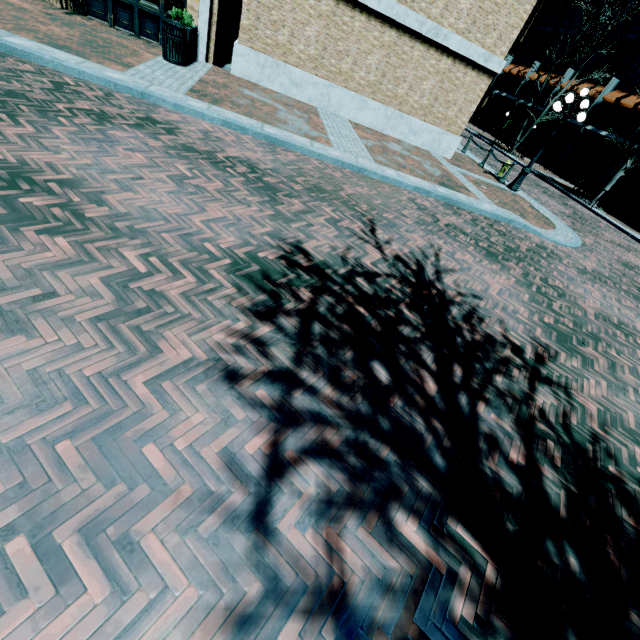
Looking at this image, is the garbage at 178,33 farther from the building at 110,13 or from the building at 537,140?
the building at 537,140

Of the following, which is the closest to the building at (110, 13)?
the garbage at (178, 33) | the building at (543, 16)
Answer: the building at (543, 16)

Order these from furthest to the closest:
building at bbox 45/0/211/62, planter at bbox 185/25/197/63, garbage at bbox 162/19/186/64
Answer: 1. building at bbox 45/0/211/62
2. planter at bbox 185/25/197/63
3. garbage at bbox 162/19/186/64

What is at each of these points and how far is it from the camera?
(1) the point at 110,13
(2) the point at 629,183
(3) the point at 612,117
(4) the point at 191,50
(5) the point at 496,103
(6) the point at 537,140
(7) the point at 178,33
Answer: (1) building, 9.98m
(2) building, 22.64m
(3) building, 24.52m
(4) planter, 9.80m
(5) building, 36.62m
(6) building, 30.58m
(7) garbage, 8.71m

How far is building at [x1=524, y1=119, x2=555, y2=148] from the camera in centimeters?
2941cm

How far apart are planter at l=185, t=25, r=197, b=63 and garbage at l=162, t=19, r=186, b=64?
0.0 meters

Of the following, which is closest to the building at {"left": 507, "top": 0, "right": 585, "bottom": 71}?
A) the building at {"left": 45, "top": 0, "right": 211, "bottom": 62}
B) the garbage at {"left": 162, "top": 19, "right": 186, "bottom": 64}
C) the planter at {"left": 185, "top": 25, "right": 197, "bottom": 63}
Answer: the building at {"left": 45, "top": 0, "right": 211, "bottom": 62}

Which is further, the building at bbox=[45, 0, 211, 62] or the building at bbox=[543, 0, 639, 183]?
the building at bbox=[543, 0, 639, 183]
